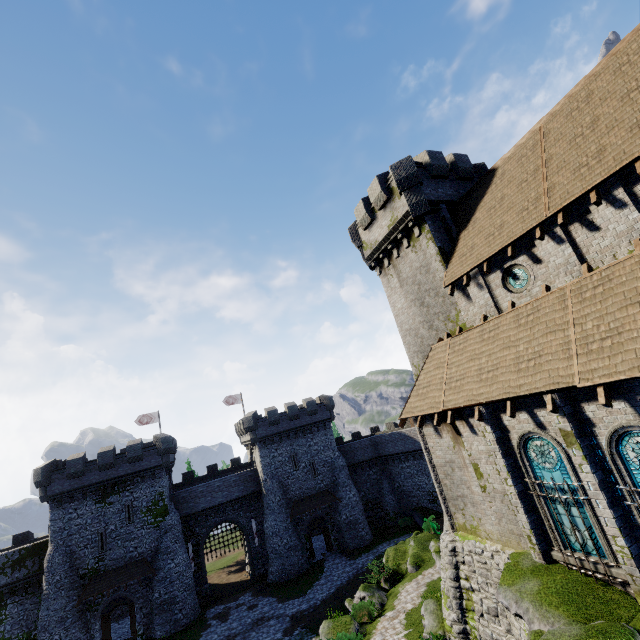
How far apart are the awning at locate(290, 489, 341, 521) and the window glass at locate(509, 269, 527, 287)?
32.9 meters

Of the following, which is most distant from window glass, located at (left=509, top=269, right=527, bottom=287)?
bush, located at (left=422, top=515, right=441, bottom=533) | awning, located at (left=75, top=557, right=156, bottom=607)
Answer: awning, located at (left=75, top=557, right=156, bottom=607)

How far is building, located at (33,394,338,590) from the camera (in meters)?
30.25

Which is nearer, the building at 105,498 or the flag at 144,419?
the building at 105,498

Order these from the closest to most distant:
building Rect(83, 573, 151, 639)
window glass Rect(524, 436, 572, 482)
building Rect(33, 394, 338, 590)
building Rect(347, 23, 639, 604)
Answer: building Rect(347, 23, 639, 604) < window glass Rect(524, 436, 572, 482) < building Rect(83, 573, 151, 639) < building Rect(33, 394, 338, 590)

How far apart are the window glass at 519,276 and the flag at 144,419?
44.41m

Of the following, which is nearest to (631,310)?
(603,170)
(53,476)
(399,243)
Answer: (603,170)

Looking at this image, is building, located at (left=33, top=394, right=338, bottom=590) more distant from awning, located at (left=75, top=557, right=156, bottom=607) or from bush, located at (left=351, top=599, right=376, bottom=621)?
bush, located at (left=351, top=599, right=376, bottom=621)
